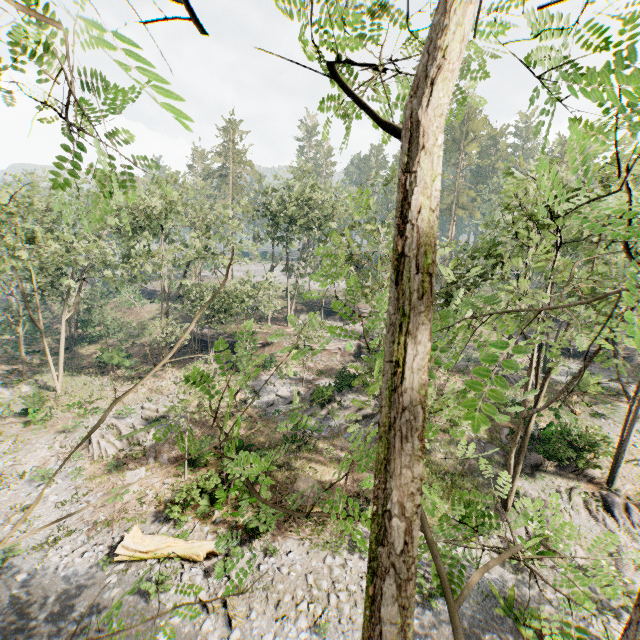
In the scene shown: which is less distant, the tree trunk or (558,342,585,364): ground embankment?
the tree trunk

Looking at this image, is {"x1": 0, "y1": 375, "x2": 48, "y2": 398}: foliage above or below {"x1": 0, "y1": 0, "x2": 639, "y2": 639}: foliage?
below

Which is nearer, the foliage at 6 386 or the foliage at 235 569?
the foliage at 235 569

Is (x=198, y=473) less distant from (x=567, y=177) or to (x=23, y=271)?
(x=567, y=177)

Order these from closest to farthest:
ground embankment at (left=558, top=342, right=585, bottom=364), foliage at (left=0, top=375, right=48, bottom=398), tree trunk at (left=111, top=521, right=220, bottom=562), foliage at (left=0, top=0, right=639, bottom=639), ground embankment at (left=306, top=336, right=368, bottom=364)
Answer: foliage at (left=0, top=0, right=639, bottom=639)
tree trunk at (left=111, top=521, right=220, bottom=562)
foliage at (left=0, top=375, right=48, bottom=398)
ground embankment at (left=306, top=336, right=368, bottom=364)
ground embankment at (left=558, top=342, right=585, bottom=364)

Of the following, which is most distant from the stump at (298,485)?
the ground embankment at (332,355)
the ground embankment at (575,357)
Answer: the ground embankment at (575,357)

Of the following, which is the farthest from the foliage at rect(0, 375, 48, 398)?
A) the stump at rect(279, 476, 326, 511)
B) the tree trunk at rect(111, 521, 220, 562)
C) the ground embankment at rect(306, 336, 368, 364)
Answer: the stump at rect(279, 476, 326, 511)

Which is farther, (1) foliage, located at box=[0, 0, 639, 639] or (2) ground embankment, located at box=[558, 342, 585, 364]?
(2) ground embankment, located at box=[558, 342, 585, 364]
